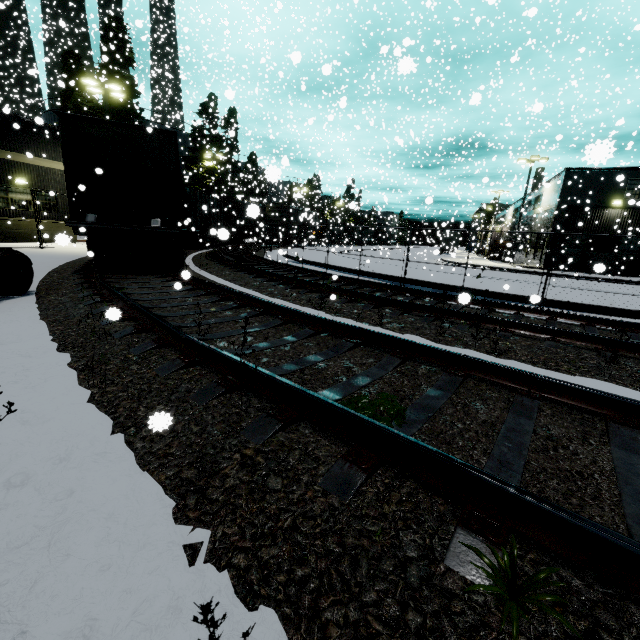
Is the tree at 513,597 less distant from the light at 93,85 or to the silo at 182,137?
the silo at 182,137

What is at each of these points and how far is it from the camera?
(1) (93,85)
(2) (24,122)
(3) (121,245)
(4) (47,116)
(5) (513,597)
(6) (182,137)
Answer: (1) light, 20.11m
(2) building, 20.36m
(3) bogie, 11.91m
(4) silo, 36.31m
(5) tree, 1.40m
(6) silo, 40.50m

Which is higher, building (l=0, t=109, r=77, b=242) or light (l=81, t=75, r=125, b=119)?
light (l=81, t=75, r=125, b=119)

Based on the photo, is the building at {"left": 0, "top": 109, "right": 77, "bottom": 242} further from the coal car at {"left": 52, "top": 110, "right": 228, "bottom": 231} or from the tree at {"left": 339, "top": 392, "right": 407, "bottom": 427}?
the tree at {"left": 339, "top": 392, "right": 407, "bottom": 427}

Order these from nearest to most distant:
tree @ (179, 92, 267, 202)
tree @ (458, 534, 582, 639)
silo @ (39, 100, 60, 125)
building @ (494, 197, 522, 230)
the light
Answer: tree @ (458, 534, 582, 639)
the light
tree @ (179, 92, 267, 202)
silo @ (39, 100, 60, 125)
building @ (494, 197, 522, 230)

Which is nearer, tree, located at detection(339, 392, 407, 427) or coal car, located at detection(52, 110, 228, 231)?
tree, located at detection(339, 392, 407, 427)

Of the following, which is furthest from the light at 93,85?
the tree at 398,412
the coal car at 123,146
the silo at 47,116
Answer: the tree at 398,412

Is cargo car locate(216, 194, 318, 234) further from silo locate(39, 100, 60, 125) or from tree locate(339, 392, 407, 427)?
tree locate(339, 392, 407, 427)
